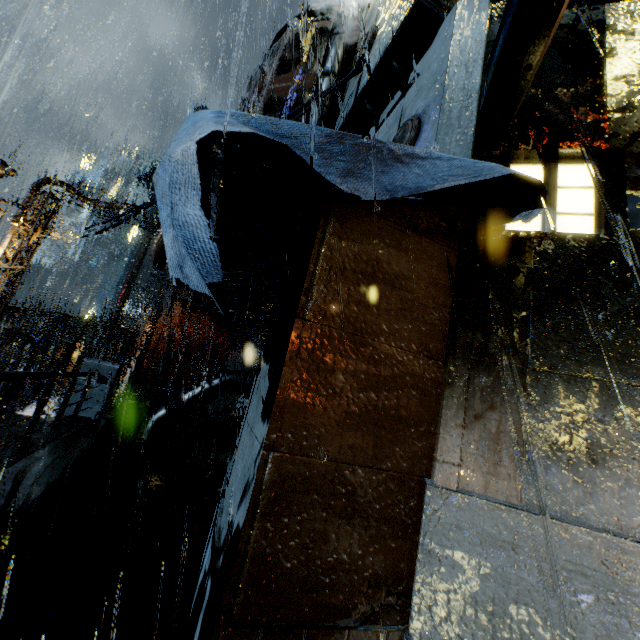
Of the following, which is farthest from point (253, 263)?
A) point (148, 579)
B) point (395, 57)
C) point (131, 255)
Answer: point (131, 255)

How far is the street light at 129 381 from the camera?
21.4m

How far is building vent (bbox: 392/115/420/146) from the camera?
5.05m

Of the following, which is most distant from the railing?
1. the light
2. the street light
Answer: the street light

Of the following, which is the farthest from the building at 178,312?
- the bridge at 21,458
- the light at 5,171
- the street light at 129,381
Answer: the street light at 129,381

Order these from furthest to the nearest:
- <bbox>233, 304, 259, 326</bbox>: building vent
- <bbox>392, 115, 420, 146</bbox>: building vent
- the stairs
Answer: the stairs → <bbox>233, 304, 259, 326</bbox>: building vent → <bbox>392, 115, 420, 146</bbox>: building vent

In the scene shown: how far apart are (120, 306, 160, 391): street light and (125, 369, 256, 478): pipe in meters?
11.8

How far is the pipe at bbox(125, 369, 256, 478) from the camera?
10.69m
